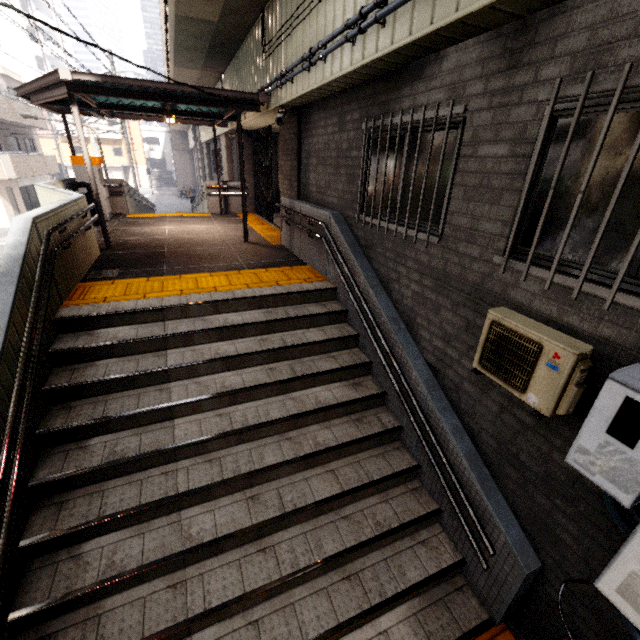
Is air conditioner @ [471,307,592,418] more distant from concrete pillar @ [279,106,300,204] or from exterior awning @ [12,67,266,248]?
exterior awning @ [12,67,266,248]

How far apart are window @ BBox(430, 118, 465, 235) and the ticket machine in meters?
9.5 m

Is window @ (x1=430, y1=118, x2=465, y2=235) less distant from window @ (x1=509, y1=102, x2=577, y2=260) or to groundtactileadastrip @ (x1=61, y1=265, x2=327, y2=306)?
window @ (x1=509, y1=102, x2=577, y2=260)

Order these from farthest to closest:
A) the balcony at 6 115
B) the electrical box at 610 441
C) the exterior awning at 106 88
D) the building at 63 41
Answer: the building at 63 41 < the balcony at 6 115 < the exterior awning at 106 88 < the electrical box at 610 441

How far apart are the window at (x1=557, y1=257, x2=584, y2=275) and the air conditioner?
0.5 meters

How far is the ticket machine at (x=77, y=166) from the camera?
9.7m

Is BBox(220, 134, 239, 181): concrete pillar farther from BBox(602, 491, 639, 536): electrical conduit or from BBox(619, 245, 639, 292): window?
BBox(619, 245, 639, 292): window

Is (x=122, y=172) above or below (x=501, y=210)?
below
